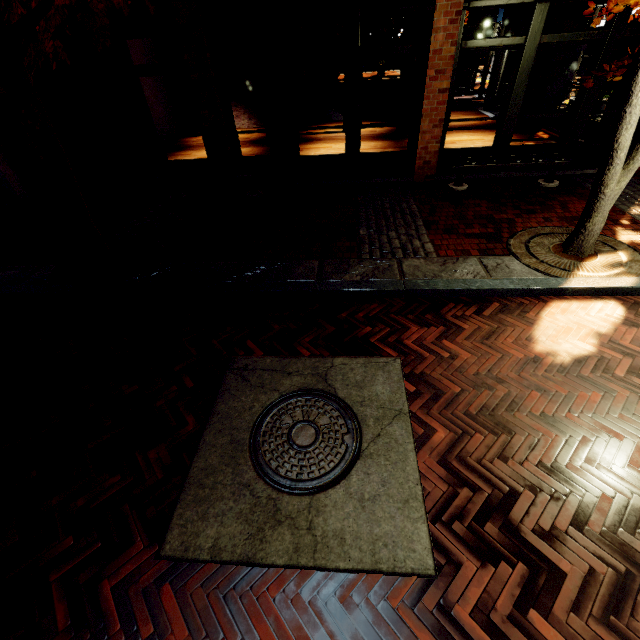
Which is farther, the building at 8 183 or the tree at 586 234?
the building at 8 183

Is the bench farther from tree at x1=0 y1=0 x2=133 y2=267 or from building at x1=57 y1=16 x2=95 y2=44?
tree at x1=0 y1=0 x2=133 y2=267

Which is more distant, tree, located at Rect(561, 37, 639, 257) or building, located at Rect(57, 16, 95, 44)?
building, located at Rect(57, 16, 95, 44)

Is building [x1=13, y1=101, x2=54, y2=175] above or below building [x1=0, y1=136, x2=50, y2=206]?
above

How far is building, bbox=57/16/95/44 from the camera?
6.6m

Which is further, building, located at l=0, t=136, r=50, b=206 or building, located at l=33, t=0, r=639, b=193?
building, located at l=0, t=136, r=50, b=206

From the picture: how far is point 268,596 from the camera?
2.21m

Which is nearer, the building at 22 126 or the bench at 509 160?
the bench at 509 160
